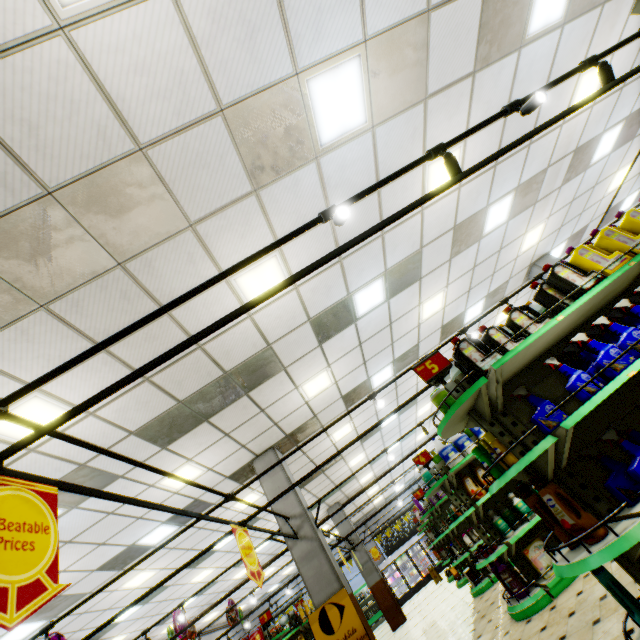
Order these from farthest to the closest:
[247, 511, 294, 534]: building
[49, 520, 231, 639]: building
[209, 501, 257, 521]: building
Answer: [209, 501, 257, 521]: building < [49, 520, 231, 639]: building < [247, 511, 294, 534]: building

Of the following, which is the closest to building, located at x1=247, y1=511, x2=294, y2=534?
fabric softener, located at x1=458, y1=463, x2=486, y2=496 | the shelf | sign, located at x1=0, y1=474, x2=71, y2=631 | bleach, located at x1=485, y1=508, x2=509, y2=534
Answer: the shelf

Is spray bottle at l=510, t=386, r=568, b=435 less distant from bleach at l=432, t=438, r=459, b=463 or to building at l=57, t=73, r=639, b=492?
building at l=57, t=73, r=639, b=492

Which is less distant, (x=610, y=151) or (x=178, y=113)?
(x=178, y=113)

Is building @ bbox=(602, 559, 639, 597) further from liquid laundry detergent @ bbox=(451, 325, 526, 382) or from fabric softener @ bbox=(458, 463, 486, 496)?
liquid laundry detergent @ bbox=(451, 325, 526, 382)

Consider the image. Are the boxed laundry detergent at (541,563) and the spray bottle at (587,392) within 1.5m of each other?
no

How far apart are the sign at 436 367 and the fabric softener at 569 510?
1.0m

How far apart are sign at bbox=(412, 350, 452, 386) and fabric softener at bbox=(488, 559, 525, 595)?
3.72m
